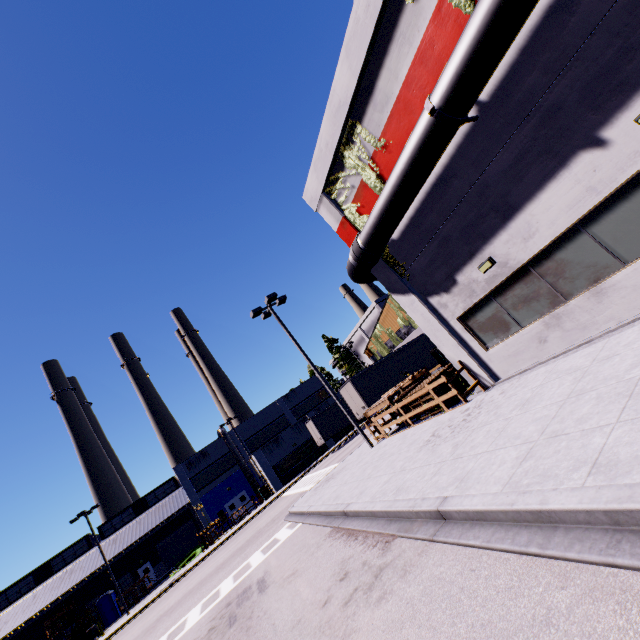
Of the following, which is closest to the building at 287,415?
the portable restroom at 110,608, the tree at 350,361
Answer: the tree at 350,361

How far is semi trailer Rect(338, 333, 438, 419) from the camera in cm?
2356

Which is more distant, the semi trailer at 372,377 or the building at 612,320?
the semi trailer at 372,377

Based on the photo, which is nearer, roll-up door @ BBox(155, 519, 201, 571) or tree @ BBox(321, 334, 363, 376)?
roll-up door @ BBox(155, 519, 201, 571)

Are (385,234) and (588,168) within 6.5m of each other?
yes

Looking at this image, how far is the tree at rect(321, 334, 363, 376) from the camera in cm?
4897

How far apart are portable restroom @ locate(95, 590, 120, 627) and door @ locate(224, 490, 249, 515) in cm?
1372

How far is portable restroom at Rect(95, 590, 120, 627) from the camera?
34.51m
